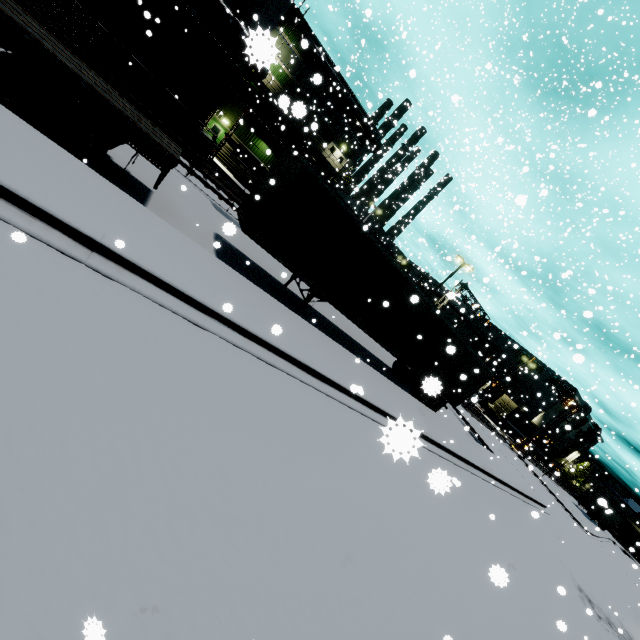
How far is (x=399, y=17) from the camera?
14.31m

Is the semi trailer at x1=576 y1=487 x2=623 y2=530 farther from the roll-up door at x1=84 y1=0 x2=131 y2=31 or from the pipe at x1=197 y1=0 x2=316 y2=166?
the roll-up door at x1=84 y1=0 x2=131 y2=31

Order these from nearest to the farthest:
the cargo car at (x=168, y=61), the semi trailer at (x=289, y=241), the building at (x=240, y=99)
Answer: the semi trailer at (x=289, y=241) → the cargo car at (x=168, y=61) → the building at (x=240, y=99)

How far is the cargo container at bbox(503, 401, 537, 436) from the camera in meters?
47.3

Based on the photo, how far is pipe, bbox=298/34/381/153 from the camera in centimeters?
3078cm

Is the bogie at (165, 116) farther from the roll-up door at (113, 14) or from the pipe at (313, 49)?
the pipe at (313, 49)

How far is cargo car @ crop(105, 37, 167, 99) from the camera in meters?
13.8

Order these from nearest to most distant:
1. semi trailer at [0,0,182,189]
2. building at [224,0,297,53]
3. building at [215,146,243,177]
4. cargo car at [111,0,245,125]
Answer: building at [224,0,297,53] → semi trailer at [0,0,182,189] → cargo car at [111,0,245,125] → building at [215,146,243,177]
